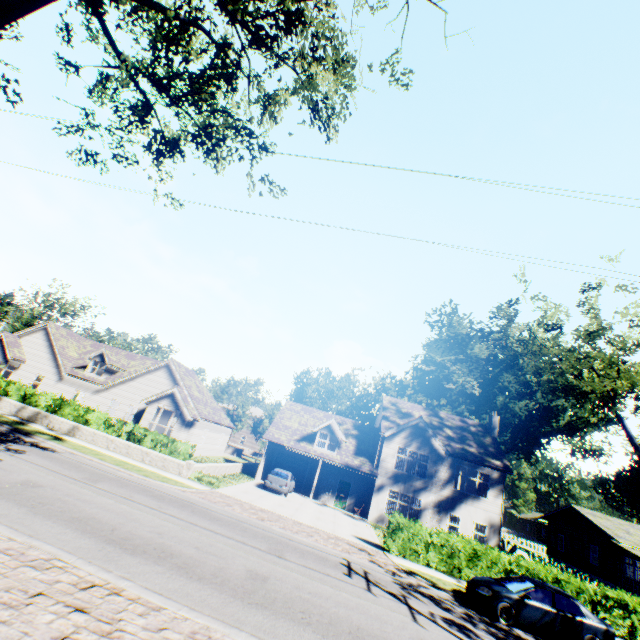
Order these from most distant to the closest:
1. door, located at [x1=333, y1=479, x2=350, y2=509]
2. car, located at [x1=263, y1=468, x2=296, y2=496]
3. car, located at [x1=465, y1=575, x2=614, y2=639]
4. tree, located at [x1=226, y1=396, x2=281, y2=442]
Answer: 1. tree, located at [x1=226, y1=396, x2=281, y2=442]
2. door, located at [x1=333, y1=479, x2=350, y2=509]
3. car, located at [x1=263, y1=468, x2=296, y2=496]
4. car, located at [x1=465, y1=575, x2=614, y2=639]

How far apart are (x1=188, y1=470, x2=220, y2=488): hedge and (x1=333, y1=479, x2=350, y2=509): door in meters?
12.4 m

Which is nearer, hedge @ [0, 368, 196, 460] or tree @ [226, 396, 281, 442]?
hedge @ [0, 368, 196, 460]

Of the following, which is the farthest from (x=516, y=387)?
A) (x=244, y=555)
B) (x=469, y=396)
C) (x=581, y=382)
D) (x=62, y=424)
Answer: (x=62, y=424)

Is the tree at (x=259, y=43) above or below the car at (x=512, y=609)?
above

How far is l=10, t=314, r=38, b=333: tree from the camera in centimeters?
5538cm

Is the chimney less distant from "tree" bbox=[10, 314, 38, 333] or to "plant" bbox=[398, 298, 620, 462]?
"tree" bbox=[10, 314, 38, 333]

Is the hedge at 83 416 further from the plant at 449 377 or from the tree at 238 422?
the plant at 449 377
